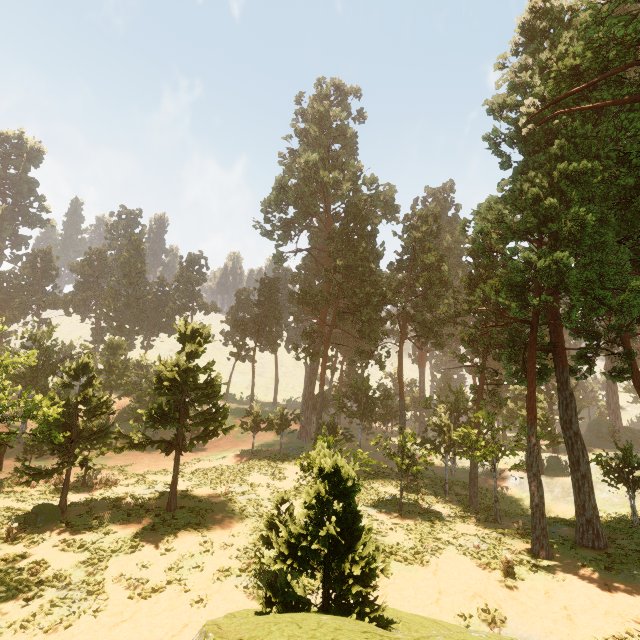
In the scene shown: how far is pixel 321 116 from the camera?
42.9 meters
